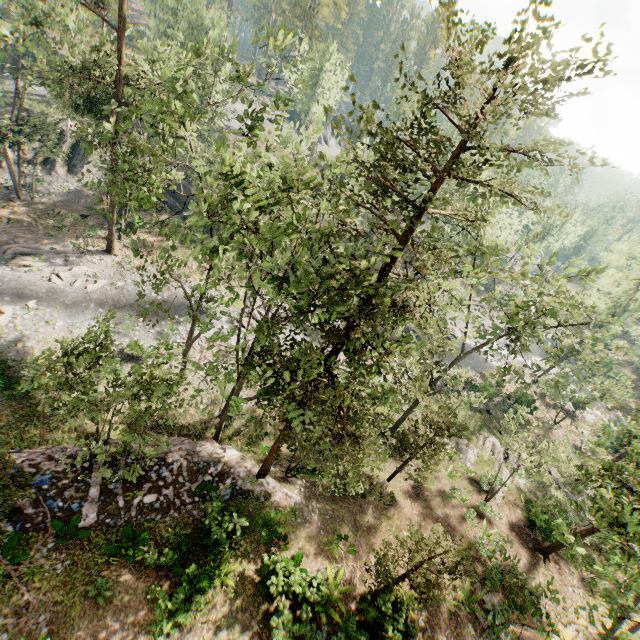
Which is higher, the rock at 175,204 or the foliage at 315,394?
the foliage at 315,394

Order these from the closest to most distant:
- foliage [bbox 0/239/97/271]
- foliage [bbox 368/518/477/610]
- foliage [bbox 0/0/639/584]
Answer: foliage [bbox 0/0/639/584], foliage [bbox 368/518/477/610], foliage [bbox 0/239/97/271]

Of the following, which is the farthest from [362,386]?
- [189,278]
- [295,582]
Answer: [189,278]

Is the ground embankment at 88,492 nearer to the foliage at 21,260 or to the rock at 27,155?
the foliage at 21,260

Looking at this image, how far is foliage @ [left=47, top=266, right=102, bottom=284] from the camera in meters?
27.5 m

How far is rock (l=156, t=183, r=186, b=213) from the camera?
40.1m

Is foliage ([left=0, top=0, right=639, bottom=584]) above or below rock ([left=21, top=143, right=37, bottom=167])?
above
